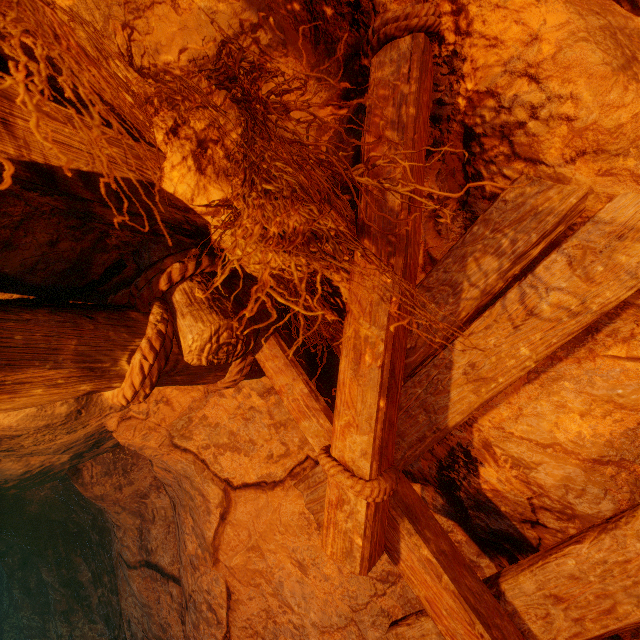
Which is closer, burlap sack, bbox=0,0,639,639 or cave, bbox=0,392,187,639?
burlap sack, bbox=0,0,639,639

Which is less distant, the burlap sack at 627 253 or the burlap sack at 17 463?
the burlap sack at 627 253

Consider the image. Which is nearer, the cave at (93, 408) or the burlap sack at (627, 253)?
the burlap sack at (627, 253)

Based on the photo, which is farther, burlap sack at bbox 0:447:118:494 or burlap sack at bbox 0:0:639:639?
burlap sack at bbox 0:447:118:494

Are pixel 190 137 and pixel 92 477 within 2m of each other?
no
